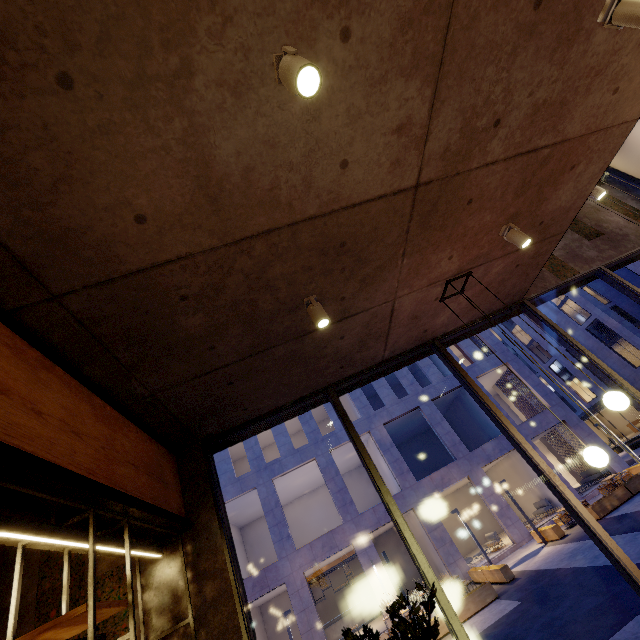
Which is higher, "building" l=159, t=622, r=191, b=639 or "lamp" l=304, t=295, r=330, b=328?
"lamp" l=304, t=295, r=330, b=328

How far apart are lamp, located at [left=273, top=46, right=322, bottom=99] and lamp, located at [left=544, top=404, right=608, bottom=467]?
3.2 meters

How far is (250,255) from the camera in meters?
2.7 m

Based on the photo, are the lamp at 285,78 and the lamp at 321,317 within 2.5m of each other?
yes

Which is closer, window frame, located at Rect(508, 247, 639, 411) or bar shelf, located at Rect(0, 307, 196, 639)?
bar shelf, located at Rect(0, 307, 196, 639)

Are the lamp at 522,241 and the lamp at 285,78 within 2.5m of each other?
no

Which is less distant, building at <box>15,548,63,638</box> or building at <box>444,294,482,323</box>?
building at <box>15,548,63,638</box>
